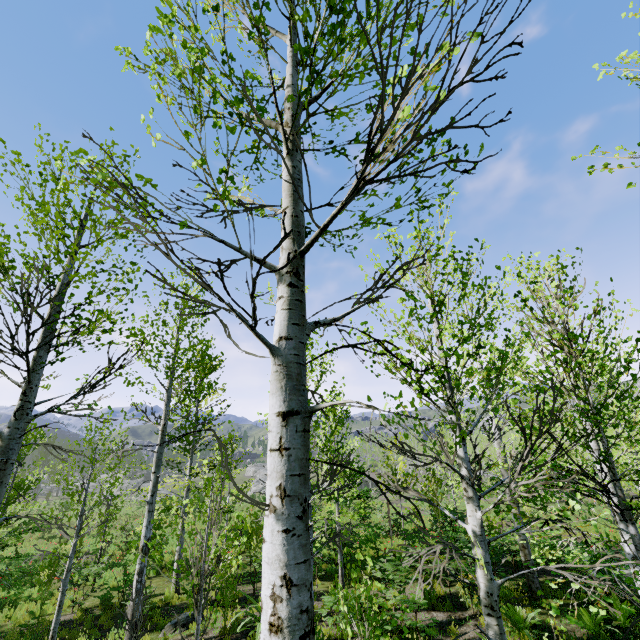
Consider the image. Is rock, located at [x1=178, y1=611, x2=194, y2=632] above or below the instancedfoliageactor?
below

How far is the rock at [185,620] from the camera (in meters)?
9.30

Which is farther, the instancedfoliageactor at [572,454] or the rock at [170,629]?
the rock at [170,629]

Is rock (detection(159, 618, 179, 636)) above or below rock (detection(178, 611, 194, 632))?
below

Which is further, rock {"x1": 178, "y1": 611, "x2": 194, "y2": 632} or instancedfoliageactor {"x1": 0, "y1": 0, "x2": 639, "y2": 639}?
rock {"x1": 178, "y1": 611, "x2": 194, "y2": 632}

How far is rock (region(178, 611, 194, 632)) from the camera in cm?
930

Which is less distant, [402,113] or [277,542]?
[277,542]
